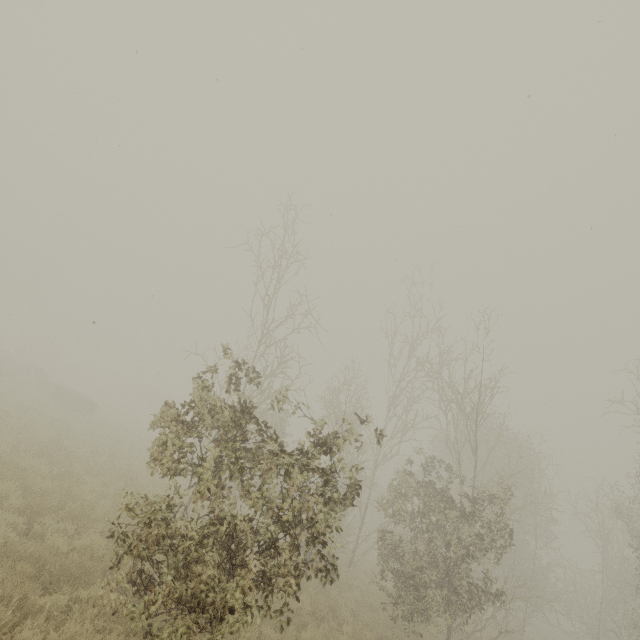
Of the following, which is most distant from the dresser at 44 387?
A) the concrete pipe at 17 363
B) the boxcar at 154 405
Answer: the boxcar at 154 405

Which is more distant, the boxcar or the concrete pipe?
the boxcar

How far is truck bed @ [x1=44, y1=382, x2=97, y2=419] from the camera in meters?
23.3

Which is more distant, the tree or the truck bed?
the truck bed

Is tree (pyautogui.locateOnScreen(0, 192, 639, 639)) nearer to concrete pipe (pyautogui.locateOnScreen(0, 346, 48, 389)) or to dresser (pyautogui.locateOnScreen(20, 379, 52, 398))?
dresser (pyautogui.locateOnScreen(20, 379, 52, 398))

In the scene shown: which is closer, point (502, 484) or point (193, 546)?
point (193, 546)

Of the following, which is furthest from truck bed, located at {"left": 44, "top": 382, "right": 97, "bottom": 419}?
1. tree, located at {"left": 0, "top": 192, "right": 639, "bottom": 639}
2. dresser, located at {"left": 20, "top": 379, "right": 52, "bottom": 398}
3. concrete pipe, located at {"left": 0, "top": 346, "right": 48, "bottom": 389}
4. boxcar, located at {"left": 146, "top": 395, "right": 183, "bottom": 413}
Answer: boxcar, located at {"left": 146, "top": 395, "right": 183, "bottom": 413}

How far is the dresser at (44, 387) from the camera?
24.5 meters
